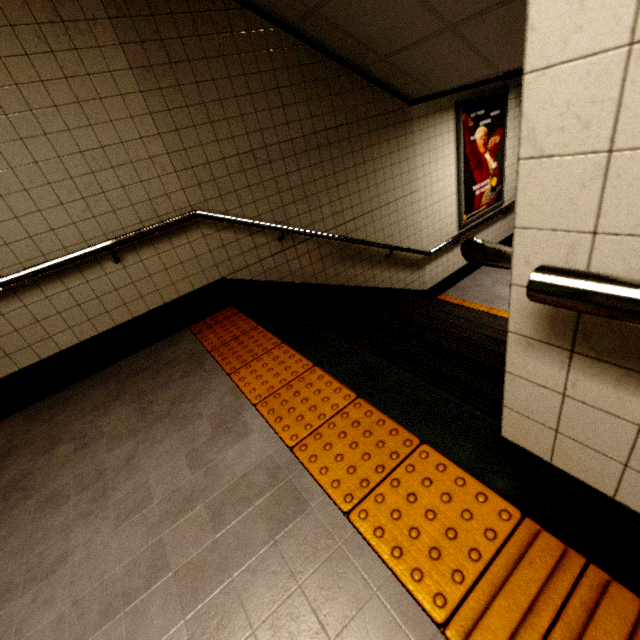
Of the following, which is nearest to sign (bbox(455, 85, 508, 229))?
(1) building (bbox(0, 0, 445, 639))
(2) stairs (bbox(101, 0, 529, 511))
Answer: (2) stairs (bbox(101, 0, 529, 511))

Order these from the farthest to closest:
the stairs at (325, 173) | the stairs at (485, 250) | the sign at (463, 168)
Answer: the sign at (463, 168) < the stairs at (325, 173) < the stairs at (485, 250)

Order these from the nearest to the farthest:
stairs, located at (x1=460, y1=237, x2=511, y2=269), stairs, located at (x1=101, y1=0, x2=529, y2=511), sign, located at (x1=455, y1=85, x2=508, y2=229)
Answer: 1. stairs, located at (x1=460, y1=237, x2=511, y2=269)
2. stairs, located at (x1=101, y1=0, x2=529, y2=511)
3. sign, located at (x1=455, y1=85, x2=508, y2=229)

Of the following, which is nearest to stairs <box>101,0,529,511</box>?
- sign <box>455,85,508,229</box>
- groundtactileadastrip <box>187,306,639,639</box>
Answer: groundtactileadastrip <box>187,306,639,639</box>

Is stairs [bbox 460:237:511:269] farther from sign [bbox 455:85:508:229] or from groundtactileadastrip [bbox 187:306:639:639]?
sign [bbox 455:85:508:229]

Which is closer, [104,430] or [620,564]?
[620,564]

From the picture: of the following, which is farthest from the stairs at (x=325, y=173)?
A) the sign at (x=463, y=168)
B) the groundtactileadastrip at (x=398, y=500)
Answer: the sign at (x=463, y=168)
